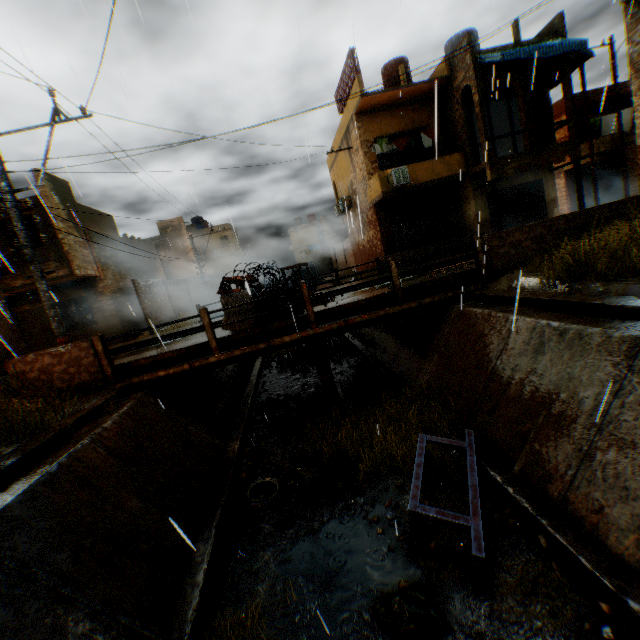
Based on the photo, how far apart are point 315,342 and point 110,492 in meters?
5.6

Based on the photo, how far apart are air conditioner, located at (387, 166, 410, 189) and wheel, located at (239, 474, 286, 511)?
14.22m

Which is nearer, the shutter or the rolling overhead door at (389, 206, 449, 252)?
the shutter

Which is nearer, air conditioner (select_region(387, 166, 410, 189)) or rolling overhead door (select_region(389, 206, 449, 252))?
air conditioner (select_region(387, 166, 410, 189))

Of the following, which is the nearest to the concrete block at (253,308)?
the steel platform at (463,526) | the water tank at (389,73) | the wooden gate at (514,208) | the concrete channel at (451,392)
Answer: the concrete channel at (451,392)

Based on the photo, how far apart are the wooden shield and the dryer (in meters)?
2.22

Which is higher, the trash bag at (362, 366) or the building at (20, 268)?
the building at (20, 268)

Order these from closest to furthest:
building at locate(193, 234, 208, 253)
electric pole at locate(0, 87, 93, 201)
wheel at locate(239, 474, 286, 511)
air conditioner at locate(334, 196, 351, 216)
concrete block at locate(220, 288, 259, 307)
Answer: wheel at locate(239, 474, 286, 511), electric pole at locate(0, 87, 93, 201), concrete block at locate(220, 288, 259, 307), air conditioner at locate(334, 196, 351, 216), building at locate(193, 234, 208, 253)
